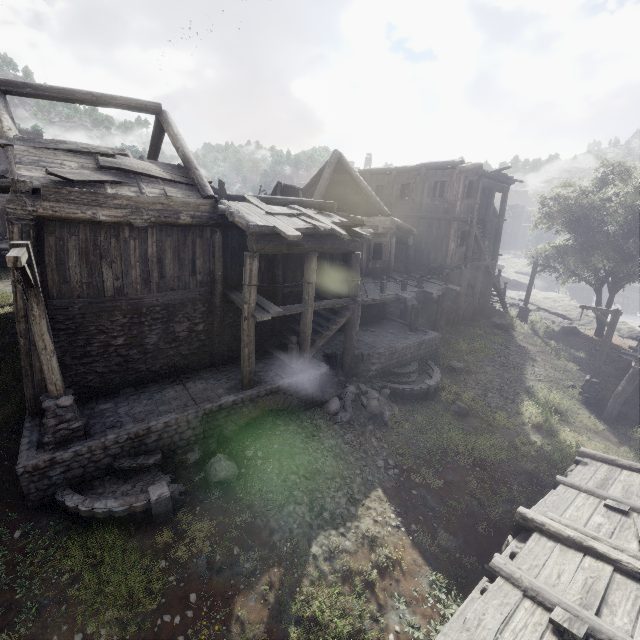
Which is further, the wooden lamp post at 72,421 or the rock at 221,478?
the rock at 221,478

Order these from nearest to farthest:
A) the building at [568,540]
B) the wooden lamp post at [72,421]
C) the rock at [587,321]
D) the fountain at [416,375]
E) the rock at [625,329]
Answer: the building at [568,540] < the wooden lamp post at [72,421] < the fountain at [416,375] < the rock at [625,329] < the rock at [587,321]

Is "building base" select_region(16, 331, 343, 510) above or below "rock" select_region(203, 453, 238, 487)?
above

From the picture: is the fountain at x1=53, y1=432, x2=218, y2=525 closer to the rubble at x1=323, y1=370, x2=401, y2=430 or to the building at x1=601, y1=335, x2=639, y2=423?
the building at x1=601, y1=335, x2=639, y2=423

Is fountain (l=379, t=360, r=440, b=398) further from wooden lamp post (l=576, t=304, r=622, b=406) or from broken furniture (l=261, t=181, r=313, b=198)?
broken furniture (l=261, t=181, r=313, b=198)

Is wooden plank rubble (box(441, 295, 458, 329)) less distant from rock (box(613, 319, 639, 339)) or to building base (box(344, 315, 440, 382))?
building base (box(344, 315, 440, 382))

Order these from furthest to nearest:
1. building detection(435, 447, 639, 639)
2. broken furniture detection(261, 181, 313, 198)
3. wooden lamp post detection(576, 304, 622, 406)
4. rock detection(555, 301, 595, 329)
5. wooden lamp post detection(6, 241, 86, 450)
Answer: rock detection(555, 301, 595, 329), broken furniture detection(261, 181, 313, 198), wooden lamp post detection(576, 304, 622, 406), wooden lamp post detection(6, 241, 86, 450), building detection(435, 447, 639, 639)

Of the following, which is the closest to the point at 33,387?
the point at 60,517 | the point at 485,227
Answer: the point at 60,517
